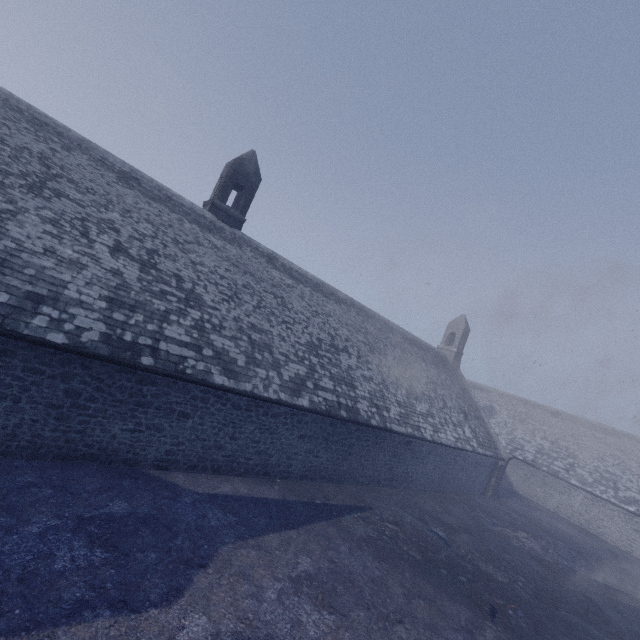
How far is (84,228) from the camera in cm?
984
